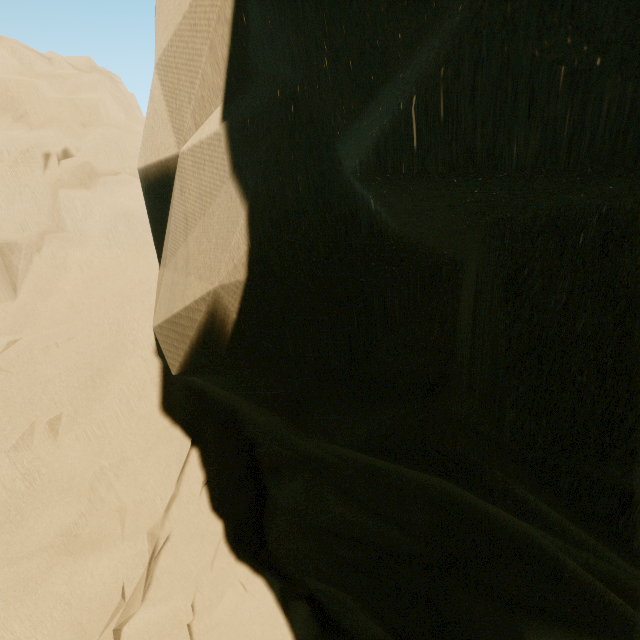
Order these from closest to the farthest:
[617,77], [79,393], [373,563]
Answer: [617,77] → [373,563] → [79,393]
